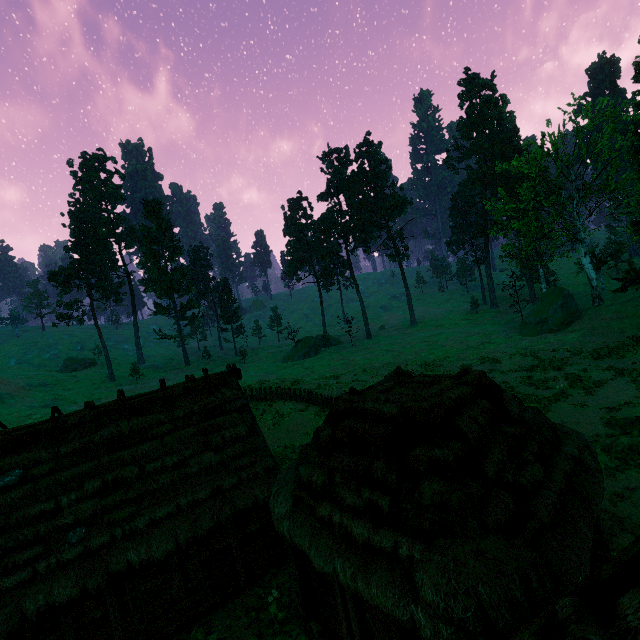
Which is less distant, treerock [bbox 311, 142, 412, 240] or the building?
the building

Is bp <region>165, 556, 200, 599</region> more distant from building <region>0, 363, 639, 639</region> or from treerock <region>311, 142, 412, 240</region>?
treerock <region>311, 142, 412, 240</region>

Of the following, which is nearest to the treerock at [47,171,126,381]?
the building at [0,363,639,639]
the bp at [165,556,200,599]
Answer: the building at [0,363,639,639]

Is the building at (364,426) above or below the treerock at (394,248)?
below

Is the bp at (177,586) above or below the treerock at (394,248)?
below

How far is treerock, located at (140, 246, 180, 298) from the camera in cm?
5803

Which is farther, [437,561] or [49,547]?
[49,547]
